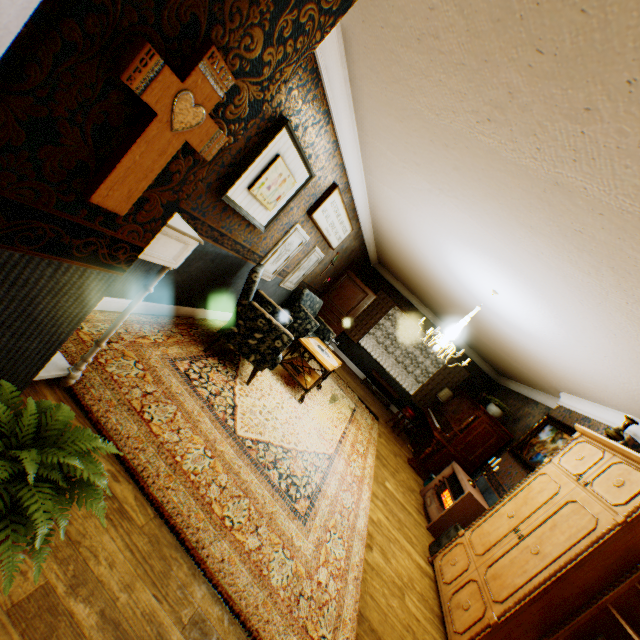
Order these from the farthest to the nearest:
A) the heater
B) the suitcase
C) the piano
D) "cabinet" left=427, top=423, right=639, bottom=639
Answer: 1. the piano
2. the heater
3. the suitcase
4. "cabinet" left=427, top=423, right=639, bottom=639

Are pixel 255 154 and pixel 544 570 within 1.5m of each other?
no

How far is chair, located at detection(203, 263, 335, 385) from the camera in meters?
3.7 m

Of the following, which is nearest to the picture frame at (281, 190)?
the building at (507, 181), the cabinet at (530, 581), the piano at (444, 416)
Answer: the building at (507, 181)

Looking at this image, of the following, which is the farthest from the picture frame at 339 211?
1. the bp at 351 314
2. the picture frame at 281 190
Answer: the bp at 351 314

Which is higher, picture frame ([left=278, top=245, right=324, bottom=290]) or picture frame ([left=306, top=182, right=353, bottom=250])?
picture frame ([left=306, top=182, right=353, bottom=250])

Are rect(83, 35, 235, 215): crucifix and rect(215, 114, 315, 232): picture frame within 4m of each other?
yes

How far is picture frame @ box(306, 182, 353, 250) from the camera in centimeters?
462cm
